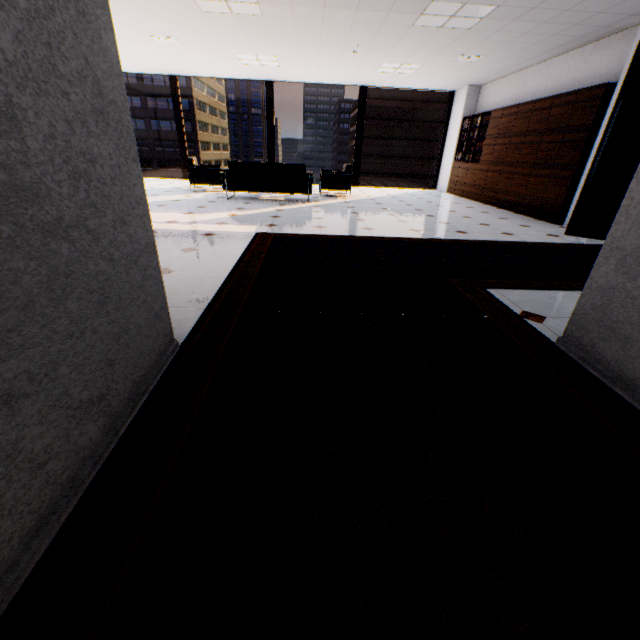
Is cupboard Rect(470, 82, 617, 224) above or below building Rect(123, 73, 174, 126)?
below

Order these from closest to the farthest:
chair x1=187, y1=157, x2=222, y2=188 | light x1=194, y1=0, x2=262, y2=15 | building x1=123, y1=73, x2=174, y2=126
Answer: light x1=194, y1=0, x2=262, y2=15
chair x1=187, y1=157, x2=222, y2=188
building x1=123, y1=73, x2=174, y2=126

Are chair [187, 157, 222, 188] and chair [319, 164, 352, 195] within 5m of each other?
yes

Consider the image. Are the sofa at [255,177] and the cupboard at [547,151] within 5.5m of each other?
yes

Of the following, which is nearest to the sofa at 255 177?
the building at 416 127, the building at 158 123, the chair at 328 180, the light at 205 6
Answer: the chair at 328 180

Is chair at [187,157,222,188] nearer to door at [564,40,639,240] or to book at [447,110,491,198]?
book at [447,110,491,198]

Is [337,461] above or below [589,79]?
below

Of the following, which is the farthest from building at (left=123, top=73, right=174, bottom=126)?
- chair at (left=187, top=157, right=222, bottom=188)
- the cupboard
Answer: the cupboard
